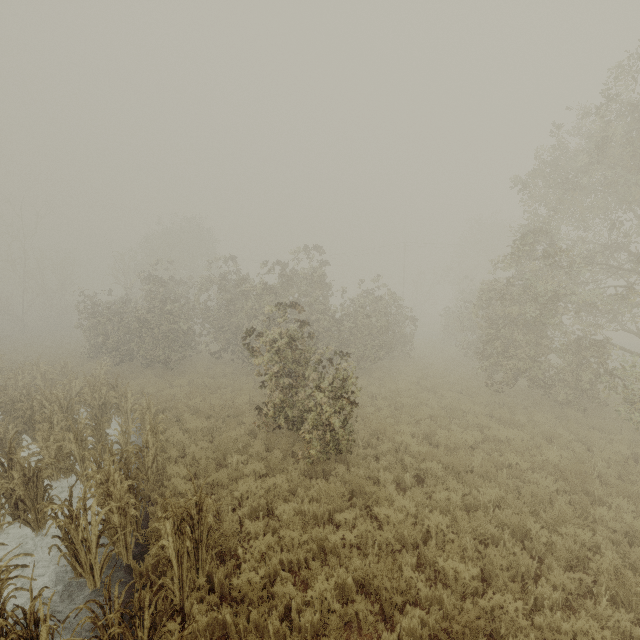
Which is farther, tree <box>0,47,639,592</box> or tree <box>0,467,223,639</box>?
tree <box>0,47,639,592</box>

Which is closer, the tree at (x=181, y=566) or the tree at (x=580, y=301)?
the tree at (x=181, y=566)

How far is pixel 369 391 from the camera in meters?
15.5
